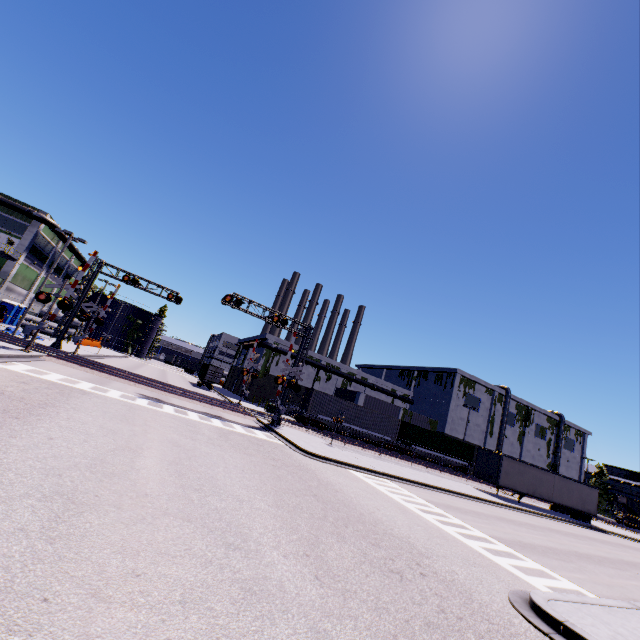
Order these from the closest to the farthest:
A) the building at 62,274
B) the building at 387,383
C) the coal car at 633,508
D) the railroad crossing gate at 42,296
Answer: the railroad crossing gate at 42,296, the coal car at 633,508, the building at 62,274, the building at 387,383

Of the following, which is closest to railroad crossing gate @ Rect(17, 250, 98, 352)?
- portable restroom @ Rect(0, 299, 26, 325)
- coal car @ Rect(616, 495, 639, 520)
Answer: portable restroom @ Rect(0, 299, 26, 325)

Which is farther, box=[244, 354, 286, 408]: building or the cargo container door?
box=[244, 354, 286, 408]: building

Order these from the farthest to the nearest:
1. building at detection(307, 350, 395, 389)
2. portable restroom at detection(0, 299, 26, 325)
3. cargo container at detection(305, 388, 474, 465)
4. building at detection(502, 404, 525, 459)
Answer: building at detection(502, 404, 525, 459) → building at detection(307, 350, 395, 389) → portable restroom at detection(0, 299, 26, 325) → cargo container at detection(305, 388, 474, 465)

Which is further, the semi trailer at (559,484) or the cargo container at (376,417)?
the cargo container at (376,417)

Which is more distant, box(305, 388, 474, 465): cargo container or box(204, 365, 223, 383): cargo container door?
box(204, 365, 223, 383): cargo container door

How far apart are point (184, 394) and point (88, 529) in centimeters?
2382cm

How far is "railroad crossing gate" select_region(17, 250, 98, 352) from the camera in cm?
1966
